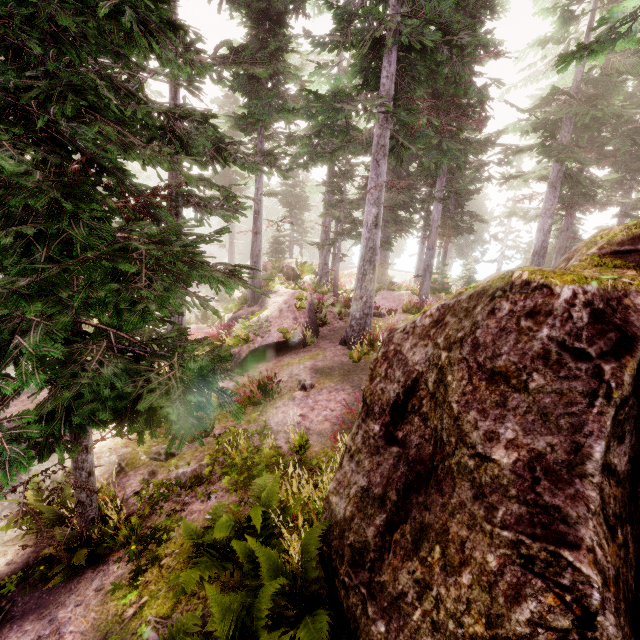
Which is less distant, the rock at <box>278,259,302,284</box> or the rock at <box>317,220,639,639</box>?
the rock at <box>317,220,639,639</box>

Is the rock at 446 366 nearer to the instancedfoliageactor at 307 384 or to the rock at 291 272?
A: the instancedfoliageactor at 307 384

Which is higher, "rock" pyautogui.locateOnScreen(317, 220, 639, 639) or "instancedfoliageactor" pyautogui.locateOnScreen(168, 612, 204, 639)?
"rock" pyautogui.locateOnScreen(317, 220, 639, 639)

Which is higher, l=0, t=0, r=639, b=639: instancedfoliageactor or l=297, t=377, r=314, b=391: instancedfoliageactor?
l=0, t=0, r=639, b=639: instancedfoliageactor

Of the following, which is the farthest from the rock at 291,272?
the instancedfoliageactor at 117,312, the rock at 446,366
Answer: the rock at 446,366

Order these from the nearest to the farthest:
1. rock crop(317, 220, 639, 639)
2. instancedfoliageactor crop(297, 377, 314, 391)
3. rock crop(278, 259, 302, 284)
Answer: rock crop(317, 220, 639, 639)
instancedfoliageactor crop(297, 377, 314, 391)
rock crop(278, 259, 302, 284)

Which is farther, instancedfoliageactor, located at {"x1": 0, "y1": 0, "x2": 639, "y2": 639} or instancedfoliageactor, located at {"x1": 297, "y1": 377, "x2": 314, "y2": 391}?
instancedfoliageactor, located at {"x1": 297, "y1": 377, "x2": 314, "y2": 391}

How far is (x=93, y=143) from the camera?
4.8m
